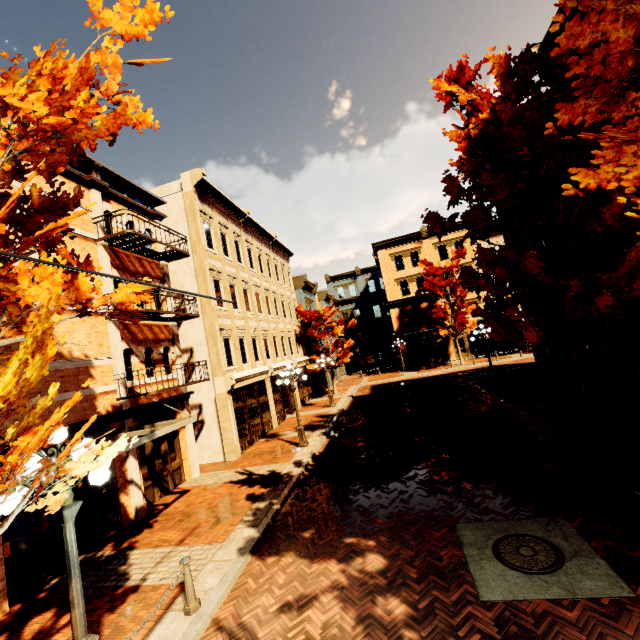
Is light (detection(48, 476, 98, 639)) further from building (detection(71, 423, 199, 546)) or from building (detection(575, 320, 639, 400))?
building (detection(575, 320, 639, 400))

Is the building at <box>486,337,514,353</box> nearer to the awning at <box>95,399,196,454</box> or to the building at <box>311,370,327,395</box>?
the building at <box>311,370,327,395</box>

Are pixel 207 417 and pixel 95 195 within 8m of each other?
no

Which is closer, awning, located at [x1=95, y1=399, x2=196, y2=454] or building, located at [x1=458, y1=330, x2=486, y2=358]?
awning, located at [x1=95, y1=399, x2=196, y2=454]

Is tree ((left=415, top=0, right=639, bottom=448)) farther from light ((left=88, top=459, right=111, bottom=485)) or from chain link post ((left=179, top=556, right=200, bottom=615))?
chain link post ((left=179, top=556, right=200, bottom=615))

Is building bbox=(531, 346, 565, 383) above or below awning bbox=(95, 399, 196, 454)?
below

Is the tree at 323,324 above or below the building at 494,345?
above

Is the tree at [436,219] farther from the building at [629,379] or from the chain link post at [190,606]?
the chain link post at [190,606]
